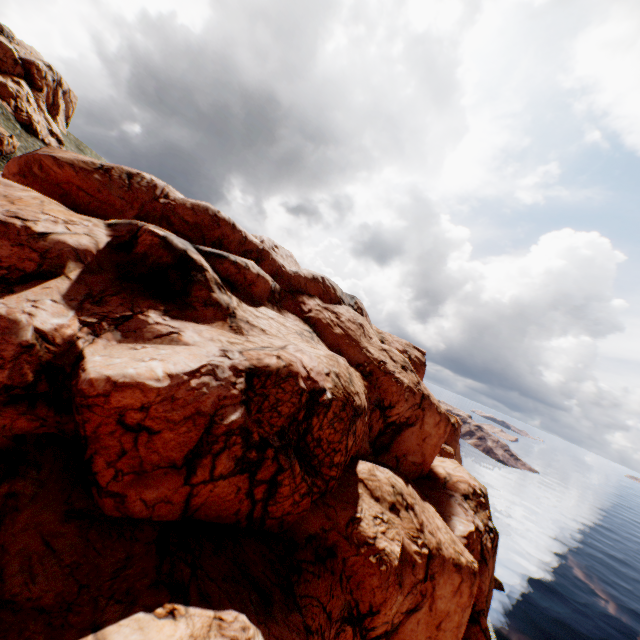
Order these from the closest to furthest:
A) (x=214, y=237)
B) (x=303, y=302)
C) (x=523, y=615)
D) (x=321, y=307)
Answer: (x=214, y=237) → (x=303, y=302) → (x=321, y=307) → (x=523, y=615)

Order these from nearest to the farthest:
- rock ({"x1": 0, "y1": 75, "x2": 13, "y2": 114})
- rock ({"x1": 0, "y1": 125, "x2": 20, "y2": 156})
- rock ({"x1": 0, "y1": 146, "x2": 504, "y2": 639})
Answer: Answer:
1. rock ({"x1": 0, "y1": 146, "x2": 504, "y2": 639})
2. rock ({"x1": 0, "y1": 125, "x2": 20, "y2": 156})
3. rock ({"x1": 0, "y1": 75, "x2": 13, "y2": 114})

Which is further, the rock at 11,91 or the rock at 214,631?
the rock at 11,91

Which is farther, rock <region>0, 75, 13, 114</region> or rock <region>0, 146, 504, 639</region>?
rock <region>0, 75, 13, 114</region>

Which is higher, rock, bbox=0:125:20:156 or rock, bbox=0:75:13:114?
rock, bbox=0:75:13:114
